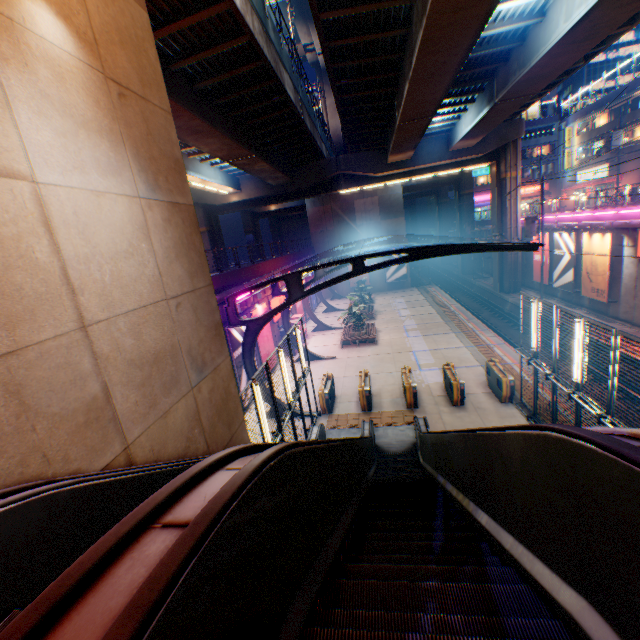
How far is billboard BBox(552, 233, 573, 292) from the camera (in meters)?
23.49

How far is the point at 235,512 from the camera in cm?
135

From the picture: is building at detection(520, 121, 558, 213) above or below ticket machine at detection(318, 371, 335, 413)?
above

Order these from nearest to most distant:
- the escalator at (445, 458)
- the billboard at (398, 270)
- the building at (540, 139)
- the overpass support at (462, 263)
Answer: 1. the escalator at (445, 458)
2. the billboard at (398, 270)
3. the overpass support at (462, 263)
4. the building at (540, 139)

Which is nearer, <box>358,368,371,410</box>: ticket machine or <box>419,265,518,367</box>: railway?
<box>358,368,371,410</box>: ticket machine

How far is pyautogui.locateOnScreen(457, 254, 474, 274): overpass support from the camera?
44.6 meters

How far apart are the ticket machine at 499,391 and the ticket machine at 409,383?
3.4m

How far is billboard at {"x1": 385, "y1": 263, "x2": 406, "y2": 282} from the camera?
41.22m
